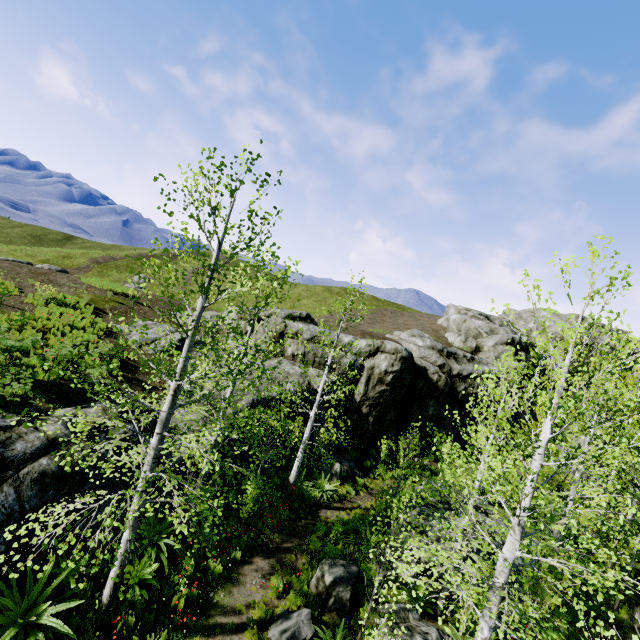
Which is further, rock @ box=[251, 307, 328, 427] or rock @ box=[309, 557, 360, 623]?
rock @ box=[251, 307, 328, 427]

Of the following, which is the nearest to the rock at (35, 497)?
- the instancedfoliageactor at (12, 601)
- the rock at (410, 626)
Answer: the instancedfoliageactor at (12, 601)

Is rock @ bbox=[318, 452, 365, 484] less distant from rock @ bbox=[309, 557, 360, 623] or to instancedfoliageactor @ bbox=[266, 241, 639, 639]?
instancedfoliageactor @ bbox=[266, 241, 639, 639]

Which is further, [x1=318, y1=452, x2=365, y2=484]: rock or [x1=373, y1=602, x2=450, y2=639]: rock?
[x1=318, y1=452, x2=365, y2=484]: rock

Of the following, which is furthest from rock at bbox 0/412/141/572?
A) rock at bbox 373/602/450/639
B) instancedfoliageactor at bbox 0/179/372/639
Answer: rock at bbox 373/602/450/639

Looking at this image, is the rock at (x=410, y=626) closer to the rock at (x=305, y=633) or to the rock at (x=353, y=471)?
the rock at (x=305, y=633)

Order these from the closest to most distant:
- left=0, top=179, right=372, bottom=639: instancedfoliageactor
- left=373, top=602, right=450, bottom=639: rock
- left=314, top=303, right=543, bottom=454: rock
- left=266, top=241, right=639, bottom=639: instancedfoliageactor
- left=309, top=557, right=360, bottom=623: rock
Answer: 1. left=266, top=241, right=639, bottom=639: instancedfoliageactor
2. left=0, top=179, right=372, bottom=639: instancedfoliageactor
3. left=373, top=602, right=450, bottom=639: rock
4. left=309, top=557, right=360, bottom=623: rock
5. left=314, top=303, right=543, bottom=454: rock

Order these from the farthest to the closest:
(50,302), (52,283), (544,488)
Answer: (544,488) → (52,283) → (50,302)
